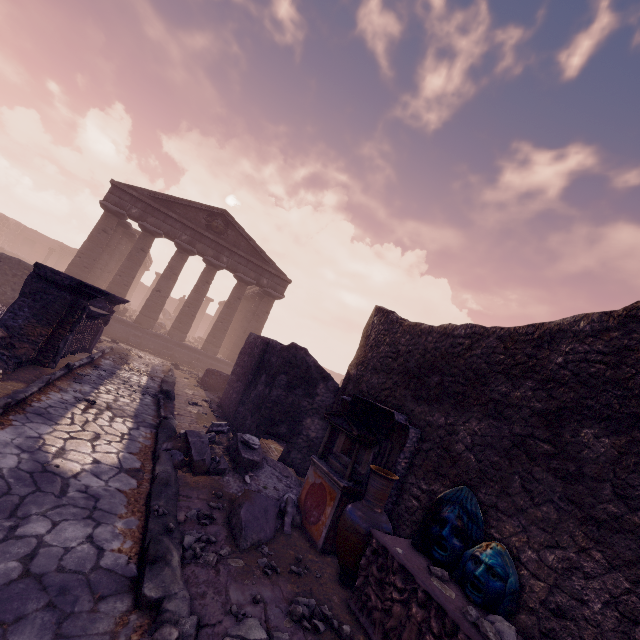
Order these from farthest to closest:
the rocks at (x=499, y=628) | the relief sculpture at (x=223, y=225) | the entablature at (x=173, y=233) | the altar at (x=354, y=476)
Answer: the relief sculpture at (x=223, y=225) → the entablature at (x=173, y=233) → the altar at (x=354, y=476) → the rocks at (x=499, y=628)

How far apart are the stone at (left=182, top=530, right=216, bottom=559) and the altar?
1.3m

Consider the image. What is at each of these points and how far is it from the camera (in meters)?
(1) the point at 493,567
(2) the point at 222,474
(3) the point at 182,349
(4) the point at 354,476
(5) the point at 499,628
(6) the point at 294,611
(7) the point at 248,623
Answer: (1) face mask, 3.01
(2) debris pile, 5.52
(3) building base, 19.30
(4) altar, 4.81
(5) rocks, 2.58
(6) stone, 3.03
(7) rocks, 2.77

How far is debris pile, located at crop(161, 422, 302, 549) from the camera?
4.16m

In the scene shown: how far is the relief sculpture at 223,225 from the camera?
20.0m

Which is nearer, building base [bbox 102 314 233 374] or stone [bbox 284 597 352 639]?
stone [bbox 284 597 352 639]

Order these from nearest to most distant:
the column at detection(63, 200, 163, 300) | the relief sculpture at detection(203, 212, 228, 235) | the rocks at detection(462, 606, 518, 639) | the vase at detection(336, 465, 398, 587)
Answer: the rocks at detection(462, 606, 518, 639) < the vase at detection(336, 465, 398, 587) < the column at detection(63, 200, 163, 300) < the relief sculpture at detection(203, 212, 228, 235)

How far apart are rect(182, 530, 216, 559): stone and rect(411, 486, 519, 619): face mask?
1.9m
